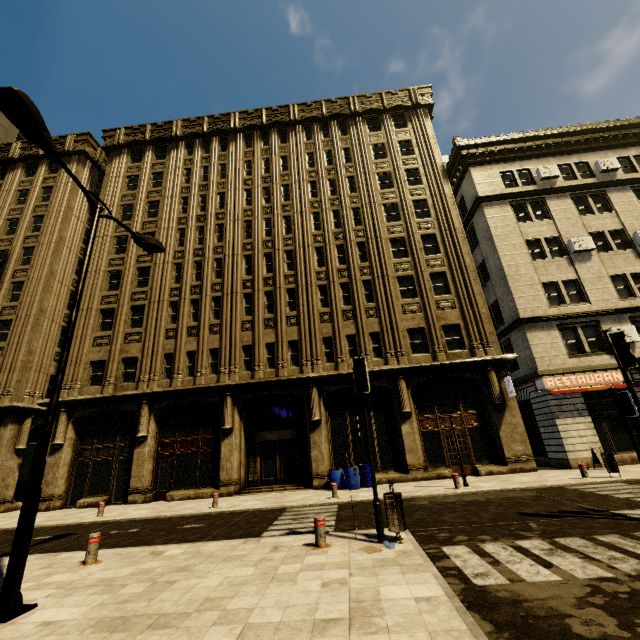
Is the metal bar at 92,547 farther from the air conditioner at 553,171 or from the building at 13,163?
the air conditioner at 553,171

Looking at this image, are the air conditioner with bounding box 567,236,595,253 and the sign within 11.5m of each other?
yes

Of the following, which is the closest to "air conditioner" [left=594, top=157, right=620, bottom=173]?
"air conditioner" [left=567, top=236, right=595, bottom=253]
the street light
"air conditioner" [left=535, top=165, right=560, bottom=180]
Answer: "air conditioner" [left=535, top=165, right=560, bottom=180]

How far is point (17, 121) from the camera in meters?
5.8 m

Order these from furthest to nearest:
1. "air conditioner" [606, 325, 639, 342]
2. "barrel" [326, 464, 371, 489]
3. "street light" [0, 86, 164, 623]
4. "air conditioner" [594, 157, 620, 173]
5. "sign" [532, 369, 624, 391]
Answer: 1. "air conditioner" [594, 157, 620, 173]
2. "air conditioner" [606, 325, 639, 342]
3. "sign" [532, 369, 624, 391]
4. "barrel" [326, 464, 371, 489]
5. "street light" [0, 86, 164, 623]

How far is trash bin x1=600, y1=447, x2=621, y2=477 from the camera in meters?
12.3

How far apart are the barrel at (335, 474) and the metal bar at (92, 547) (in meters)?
10.72

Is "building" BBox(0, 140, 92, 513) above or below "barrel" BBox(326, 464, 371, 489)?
above
